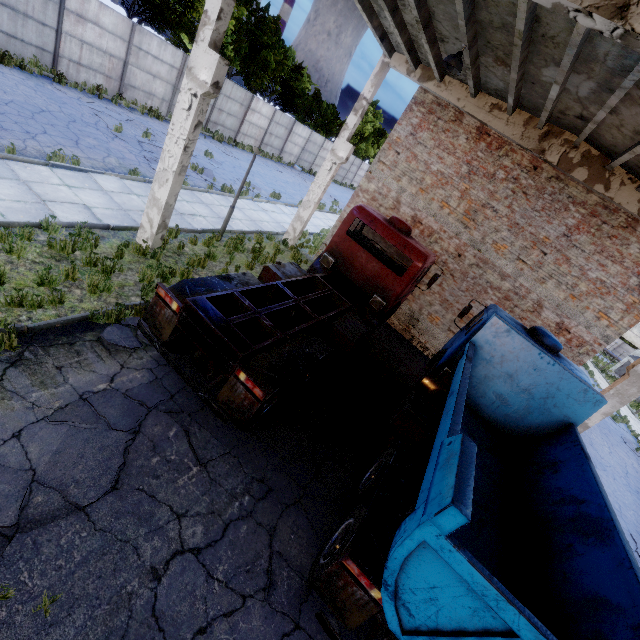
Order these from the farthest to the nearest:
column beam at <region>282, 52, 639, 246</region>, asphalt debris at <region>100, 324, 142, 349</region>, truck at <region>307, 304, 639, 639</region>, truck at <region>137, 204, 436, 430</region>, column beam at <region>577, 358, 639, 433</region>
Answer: column beam at <region>577, 358, 639, 433</region>
column beam at <region>282, 52, 639, 246</region>
asphalt debris at <region>100, 324, 142, 349</region>
truck at <region>137, 204, 436, 430</region>
truck at <region>307, 304, 639, 639</region>

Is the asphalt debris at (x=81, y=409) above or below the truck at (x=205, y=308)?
below

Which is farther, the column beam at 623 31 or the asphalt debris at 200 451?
the asphalt debris at 200 451

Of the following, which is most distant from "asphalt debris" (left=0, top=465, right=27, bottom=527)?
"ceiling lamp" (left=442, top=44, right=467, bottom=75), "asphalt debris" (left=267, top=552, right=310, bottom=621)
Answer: "ceiling lamp" (left=442, top=44, right=467, bottom=75)

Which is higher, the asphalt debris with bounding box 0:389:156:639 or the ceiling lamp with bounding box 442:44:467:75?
the ceiling lamp with bounding box 442:44:467:75

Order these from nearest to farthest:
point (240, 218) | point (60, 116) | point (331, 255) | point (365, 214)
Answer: point (365, 214)
point (331, 255)
point (60, 116)
point (240, 218)

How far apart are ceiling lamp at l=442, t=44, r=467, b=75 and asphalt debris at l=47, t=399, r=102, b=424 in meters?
9.5

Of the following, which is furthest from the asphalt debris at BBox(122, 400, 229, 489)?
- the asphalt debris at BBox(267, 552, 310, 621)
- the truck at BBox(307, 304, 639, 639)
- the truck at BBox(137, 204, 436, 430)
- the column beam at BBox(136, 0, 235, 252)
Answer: the column beam at BBox(136, 0, 235, 252)
